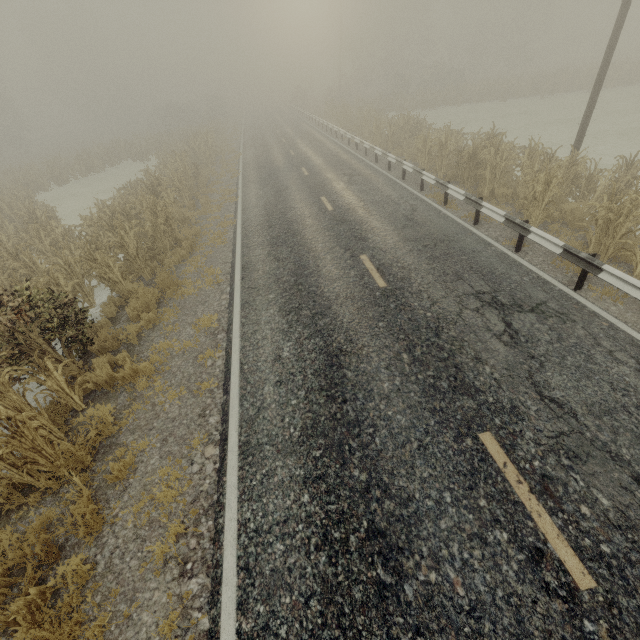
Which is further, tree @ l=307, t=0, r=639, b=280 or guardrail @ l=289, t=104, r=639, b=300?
tree @ l=307, t=0, r=639, b=280

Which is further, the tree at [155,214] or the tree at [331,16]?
the tree at [331,16]

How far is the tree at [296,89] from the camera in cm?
4912

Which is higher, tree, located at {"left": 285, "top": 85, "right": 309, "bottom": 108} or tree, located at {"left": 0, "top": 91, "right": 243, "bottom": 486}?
tree, located at {"left": 285, "top": 85, "right": 309, "bottom": 108}

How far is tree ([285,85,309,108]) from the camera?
49.12m

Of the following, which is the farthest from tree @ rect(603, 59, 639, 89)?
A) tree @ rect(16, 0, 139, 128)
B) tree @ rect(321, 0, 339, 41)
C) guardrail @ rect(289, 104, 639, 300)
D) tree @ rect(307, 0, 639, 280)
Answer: tree @ rect(16, 0, 139, 128)

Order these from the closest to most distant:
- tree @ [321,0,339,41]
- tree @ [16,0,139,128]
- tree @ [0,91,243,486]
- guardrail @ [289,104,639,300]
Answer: tree @ [0,91,243,486]
guardrail @ [289,104,639,300]
tree @ [16,0,139,128]
tree @ [321,0,339,41]

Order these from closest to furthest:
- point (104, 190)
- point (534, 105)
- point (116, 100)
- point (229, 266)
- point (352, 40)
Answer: point (229, 266) → point (104, 190) → point (534, 105) → point (352, 40) → point (116, 100)
